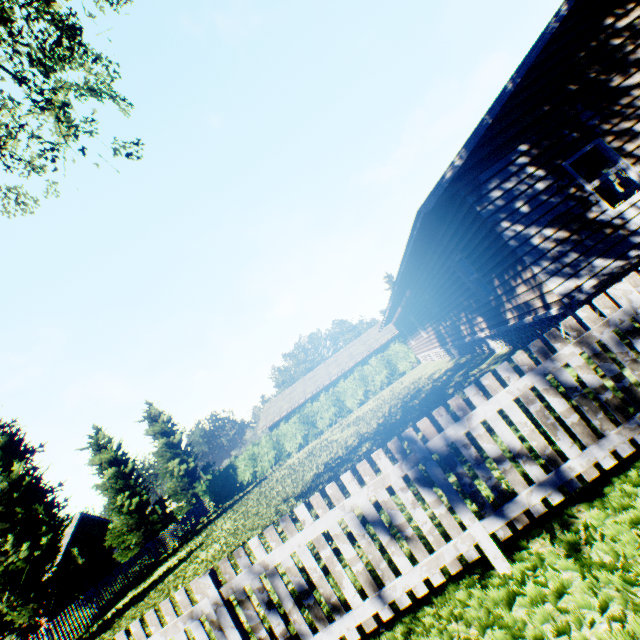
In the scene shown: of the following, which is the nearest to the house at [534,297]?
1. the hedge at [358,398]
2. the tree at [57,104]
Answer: the hedge at [358,398]

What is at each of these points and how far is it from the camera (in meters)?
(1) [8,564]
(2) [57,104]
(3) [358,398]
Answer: (1) tree, 15.73
(2) tree, 12.17
(3) hedge, 27.78

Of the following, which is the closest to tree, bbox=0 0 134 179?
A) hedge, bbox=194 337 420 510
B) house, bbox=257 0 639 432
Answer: hedge, bbox=194 337 420 510

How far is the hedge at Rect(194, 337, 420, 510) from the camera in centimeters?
2784cm

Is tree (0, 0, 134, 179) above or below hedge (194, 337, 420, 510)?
above

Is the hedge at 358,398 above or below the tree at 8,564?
below

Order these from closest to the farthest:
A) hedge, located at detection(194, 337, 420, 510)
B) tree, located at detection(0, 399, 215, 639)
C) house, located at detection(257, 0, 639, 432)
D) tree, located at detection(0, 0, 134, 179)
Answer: house, located at detection(257, 0, 639, 432) < tree, located at detection(0, 0, 134, 179) < tree, located at detection(0, 399, 215, 639) < hedge, located at detection(194, 337, 420, 510)
